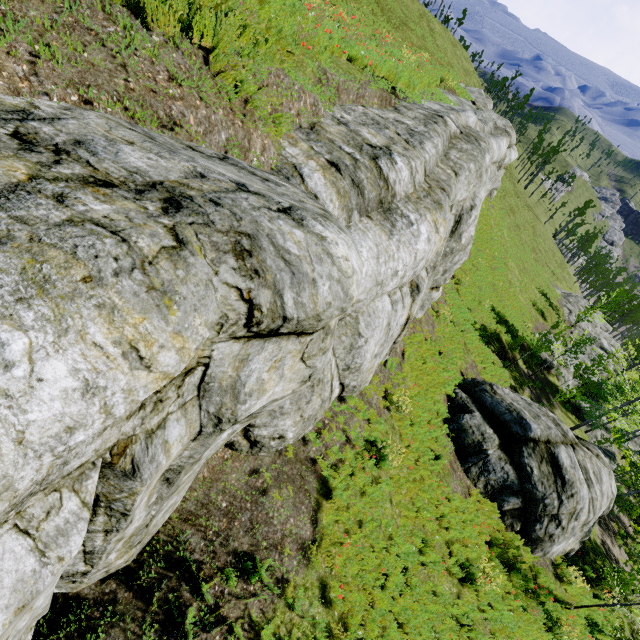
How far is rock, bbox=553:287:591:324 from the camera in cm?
3850

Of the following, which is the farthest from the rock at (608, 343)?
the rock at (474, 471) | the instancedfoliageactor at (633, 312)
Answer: the rock at (474, 471)

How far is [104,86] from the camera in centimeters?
341cm

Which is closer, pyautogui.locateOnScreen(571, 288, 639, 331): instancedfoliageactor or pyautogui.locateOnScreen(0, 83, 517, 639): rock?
pyautogui.locateOnScreen(0, 83, 517, 639): rock

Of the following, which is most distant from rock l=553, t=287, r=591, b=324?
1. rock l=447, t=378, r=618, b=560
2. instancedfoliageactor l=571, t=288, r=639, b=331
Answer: rock l=447, t=378, r=618, b=560

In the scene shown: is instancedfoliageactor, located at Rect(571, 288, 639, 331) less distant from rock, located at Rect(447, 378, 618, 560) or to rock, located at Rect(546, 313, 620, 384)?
rock, located at Rect(546, 313, 620, 384)

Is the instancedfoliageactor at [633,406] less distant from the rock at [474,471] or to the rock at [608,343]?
the rock at [608,343]
